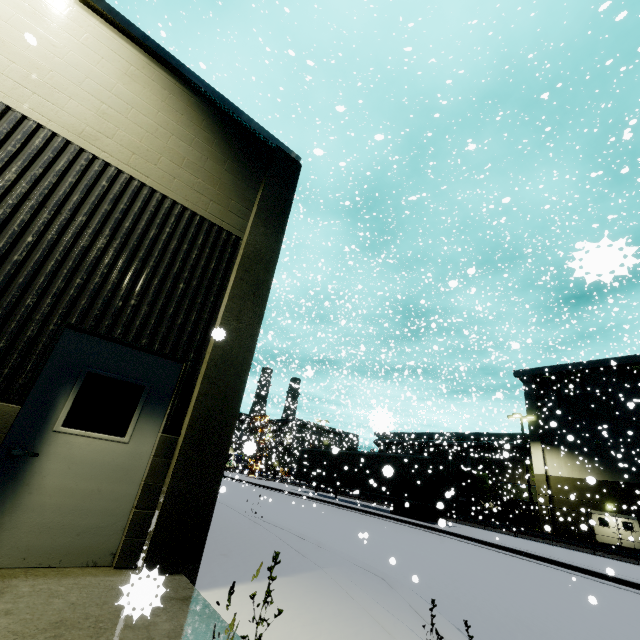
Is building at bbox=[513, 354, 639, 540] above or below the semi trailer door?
above

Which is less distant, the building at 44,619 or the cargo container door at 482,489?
the building at 44,619

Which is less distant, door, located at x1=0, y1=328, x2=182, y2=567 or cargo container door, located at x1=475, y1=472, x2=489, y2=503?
door, located at x1=0, y1=328, x2=182, y2=567

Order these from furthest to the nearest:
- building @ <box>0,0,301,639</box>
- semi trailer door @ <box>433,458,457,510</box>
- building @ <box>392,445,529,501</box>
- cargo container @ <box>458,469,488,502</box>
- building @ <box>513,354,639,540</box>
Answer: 1. building @ <box>392,445,529,501</box>
2. cargo container @ <box>458,469,488,502</box>
3. building @ <box>513,354,639,540</box>
4. semi trailer door @ <box>433,458,457,510</box>
5. building @ <box>0,0,301,639</box>

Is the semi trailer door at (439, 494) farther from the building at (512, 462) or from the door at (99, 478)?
the door at (99, 478)

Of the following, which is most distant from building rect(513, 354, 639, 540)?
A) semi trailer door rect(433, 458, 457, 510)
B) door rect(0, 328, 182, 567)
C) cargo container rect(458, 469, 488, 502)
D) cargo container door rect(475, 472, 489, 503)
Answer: semi trailer door rect(433, 458, 457, 510)

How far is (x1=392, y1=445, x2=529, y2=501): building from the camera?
33.4m

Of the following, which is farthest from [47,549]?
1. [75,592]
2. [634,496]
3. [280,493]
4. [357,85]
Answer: [634,496]
